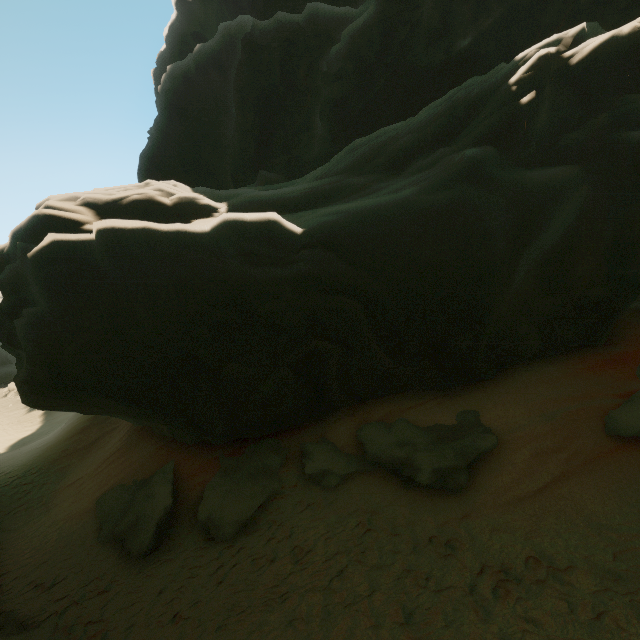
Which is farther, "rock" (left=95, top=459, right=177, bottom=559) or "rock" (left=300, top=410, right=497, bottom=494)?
"rock" (left=95, top=459, right=177, bottom=559)

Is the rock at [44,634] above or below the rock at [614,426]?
below

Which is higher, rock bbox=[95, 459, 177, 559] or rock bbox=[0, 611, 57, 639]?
rock bbox=[95, 459, 177, 559]

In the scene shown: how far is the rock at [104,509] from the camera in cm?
870

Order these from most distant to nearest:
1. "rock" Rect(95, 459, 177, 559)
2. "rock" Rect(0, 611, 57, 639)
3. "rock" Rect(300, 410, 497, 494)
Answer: "rock" Rect(95, 459, 177, 559) → "rock" Rect(300, 410, 497, 494) → "rock" Rect(0, 611, 57, 639)

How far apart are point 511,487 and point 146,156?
30.6m

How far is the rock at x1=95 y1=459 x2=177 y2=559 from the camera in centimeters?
870cm
